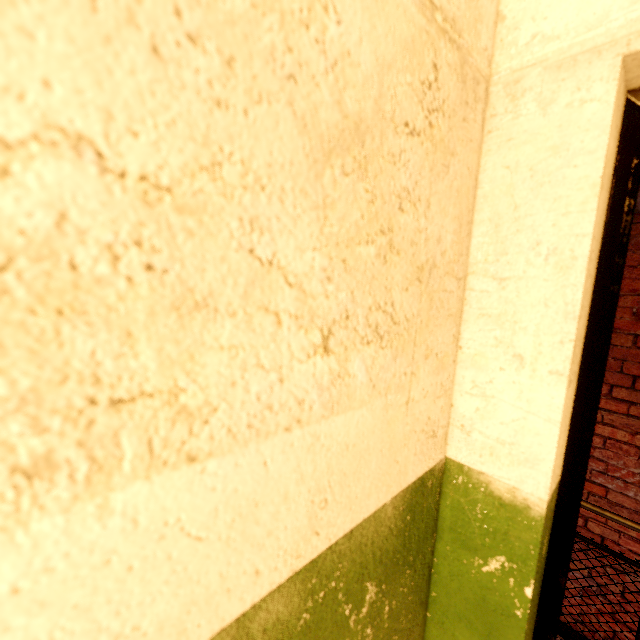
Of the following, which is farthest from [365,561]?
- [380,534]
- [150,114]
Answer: [150,114]
